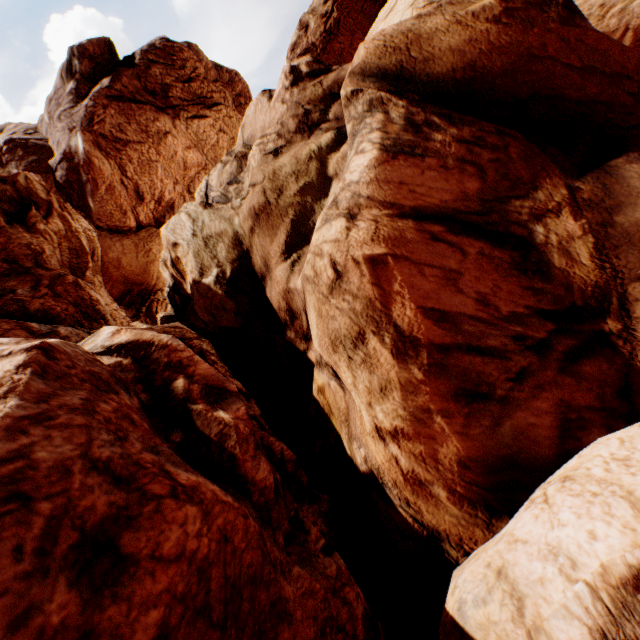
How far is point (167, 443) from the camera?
4.14m
